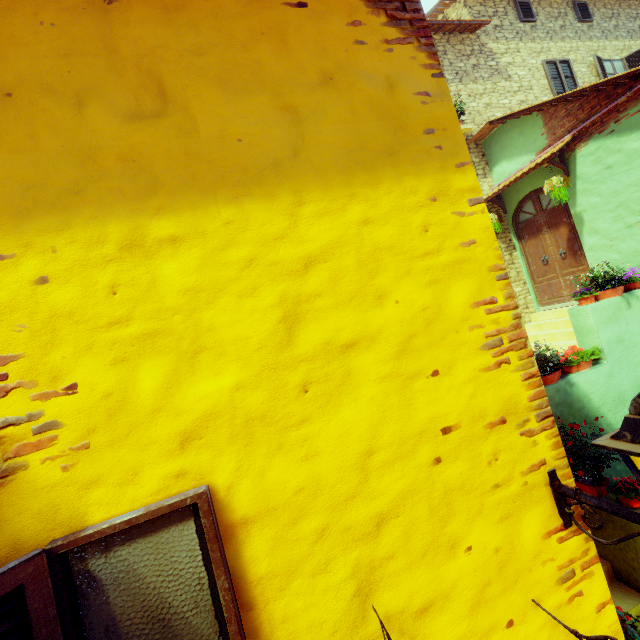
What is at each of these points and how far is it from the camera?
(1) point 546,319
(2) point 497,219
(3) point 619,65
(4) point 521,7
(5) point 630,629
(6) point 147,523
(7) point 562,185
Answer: (1) stair, 8.1 meters
(2) flower pot, 8.4 meters
(3) window, 10.8 meters
(4) window, 10.0 meters
(5) flower pot, 1.9 meters
(6) window, 1.2 meters
(7) flower pot, 6.7 meters

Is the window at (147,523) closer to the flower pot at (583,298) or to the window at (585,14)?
the flower pot at (583,298)

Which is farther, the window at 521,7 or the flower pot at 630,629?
the window at 521,7

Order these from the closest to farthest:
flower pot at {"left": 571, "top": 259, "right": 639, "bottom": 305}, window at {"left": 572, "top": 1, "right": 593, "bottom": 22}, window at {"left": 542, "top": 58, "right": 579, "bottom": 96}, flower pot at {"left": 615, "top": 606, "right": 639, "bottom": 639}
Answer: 1. flower pot at {"left": 615, "top": 606, "right": 639, "bottom": 639}
2. flower pot at {"left": 571, "top": 259, "right": 639, "bottom": 305}
3. window at {"left": 542, "top": 58, "right": 579, "bottom": 96}
4. window at {"left": 572, "top": 1, "right": 593, "bottom": 22}

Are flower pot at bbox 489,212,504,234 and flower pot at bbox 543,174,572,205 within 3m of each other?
yes

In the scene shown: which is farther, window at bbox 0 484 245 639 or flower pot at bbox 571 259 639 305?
flower pot at bbox 571 259 639 305

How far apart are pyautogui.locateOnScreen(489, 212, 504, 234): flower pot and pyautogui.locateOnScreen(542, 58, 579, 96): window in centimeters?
486cm

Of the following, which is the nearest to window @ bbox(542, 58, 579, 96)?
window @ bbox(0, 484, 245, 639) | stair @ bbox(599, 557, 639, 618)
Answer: window @ bbox(0, 484, 245, 639)
